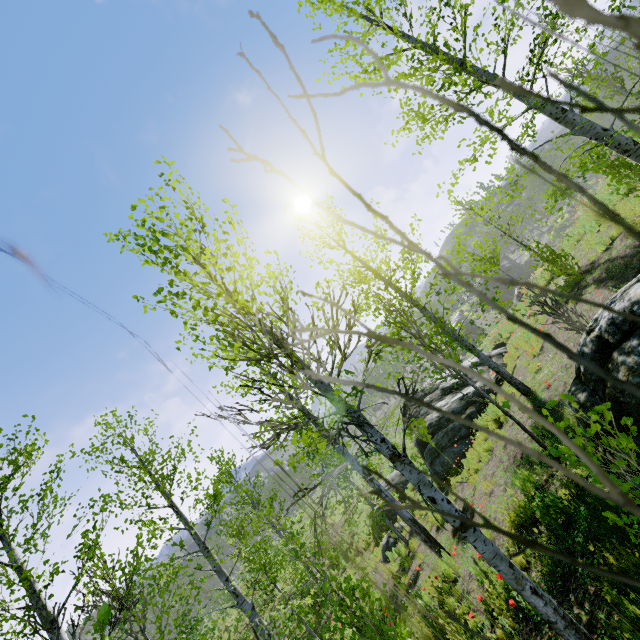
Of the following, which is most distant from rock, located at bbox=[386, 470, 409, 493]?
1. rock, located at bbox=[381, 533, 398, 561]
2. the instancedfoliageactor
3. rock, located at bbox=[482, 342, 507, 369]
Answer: the instancedfoliageactor

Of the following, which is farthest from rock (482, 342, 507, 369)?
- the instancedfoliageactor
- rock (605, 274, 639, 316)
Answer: rock (605, 274, 639, 316)

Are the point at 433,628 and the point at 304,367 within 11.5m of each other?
yes

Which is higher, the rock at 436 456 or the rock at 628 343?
the rock at 628 343

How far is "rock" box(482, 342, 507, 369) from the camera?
13.8 meters

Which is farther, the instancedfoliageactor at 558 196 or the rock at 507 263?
the rock at 507 263

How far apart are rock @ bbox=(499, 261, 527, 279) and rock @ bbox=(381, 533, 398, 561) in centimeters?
A: 4906cm
